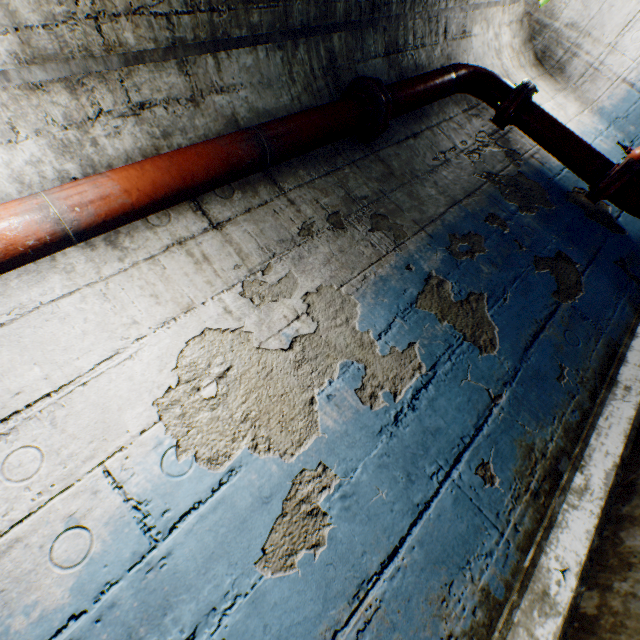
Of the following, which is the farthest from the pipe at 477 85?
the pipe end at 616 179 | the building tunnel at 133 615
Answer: the building tunnel at 133 615

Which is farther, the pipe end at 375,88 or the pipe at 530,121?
the pipe at 530,121

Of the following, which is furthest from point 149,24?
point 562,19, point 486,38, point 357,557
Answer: point 562,19

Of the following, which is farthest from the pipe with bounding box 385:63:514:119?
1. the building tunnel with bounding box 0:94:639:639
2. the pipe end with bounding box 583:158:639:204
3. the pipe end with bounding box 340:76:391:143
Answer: the building tunnel with bounding box 0:94:639:639

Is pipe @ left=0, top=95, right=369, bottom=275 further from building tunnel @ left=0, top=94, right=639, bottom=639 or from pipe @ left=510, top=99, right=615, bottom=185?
building tunnel @ left=0, top=94, right=639, bottom=639

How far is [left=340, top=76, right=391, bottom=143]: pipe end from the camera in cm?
205

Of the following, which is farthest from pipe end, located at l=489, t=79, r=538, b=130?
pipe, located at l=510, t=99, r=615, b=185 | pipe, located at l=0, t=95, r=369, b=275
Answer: pipe, located at l=0, t=95, r=369, b=275

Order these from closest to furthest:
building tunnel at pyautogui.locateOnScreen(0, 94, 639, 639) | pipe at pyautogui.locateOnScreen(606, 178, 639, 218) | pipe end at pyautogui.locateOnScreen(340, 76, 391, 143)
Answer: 1. building tunnel at pyautogui.locateOnScreen(0, 94, 639, 639)
2. pipe end at pyautogui.locateOnScreen(340, 76, 391, 143)
3. pipe at pyautogui.locateOnScreen(606, 178, 639, 218)
